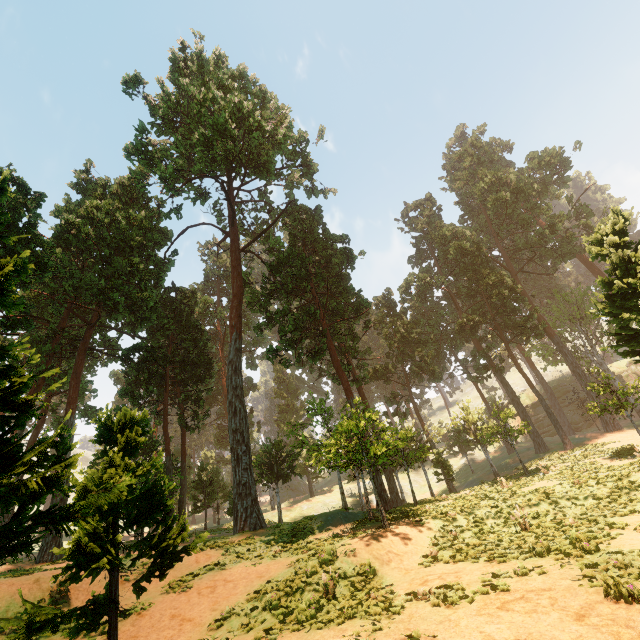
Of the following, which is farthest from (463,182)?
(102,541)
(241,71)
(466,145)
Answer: (102,541)

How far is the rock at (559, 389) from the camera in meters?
46.8

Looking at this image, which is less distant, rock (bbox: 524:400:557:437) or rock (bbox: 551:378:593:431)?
rock (bbox: 551:378:593:431)

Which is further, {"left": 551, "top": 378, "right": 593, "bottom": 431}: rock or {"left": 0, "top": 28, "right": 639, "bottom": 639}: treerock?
{"left": 551, "top": 378, "right": 593, "bottom": 431}: rock

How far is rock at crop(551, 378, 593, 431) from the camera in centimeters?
4681cm

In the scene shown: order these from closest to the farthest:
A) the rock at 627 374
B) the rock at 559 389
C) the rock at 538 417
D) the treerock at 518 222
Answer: the treerock at 518 222 < the rock at 559 389 < the rock at 538 417 < the rock at 627 374

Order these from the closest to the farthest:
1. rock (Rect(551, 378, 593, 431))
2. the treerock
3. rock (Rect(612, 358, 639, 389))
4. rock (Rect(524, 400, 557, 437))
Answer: the treerock, rock (Rect(551, 378, 593, 431)), rock (Rect(524, 400, 557, 437)), rock (Rect(612, 358, 639, 389))
